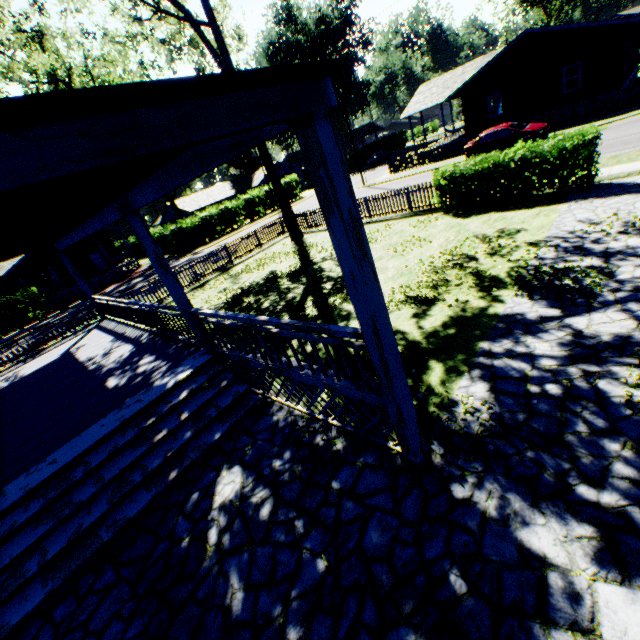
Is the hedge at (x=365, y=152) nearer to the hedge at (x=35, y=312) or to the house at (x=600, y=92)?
the house at (x=600, y=92)

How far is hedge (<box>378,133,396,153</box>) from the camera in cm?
5674

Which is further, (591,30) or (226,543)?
(591,30)

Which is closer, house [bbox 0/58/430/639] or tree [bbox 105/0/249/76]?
house [bbox 0/58/430/639]

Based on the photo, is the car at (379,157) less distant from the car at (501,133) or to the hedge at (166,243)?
the hedge at (166,243)

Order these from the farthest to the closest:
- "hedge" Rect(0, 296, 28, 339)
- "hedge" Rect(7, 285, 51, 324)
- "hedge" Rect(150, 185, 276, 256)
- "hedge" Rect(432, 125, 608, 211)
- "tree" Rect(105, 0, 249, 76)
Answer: "hedge" Rect(150, 185, 276, 256), "hedge" Rect(7, 285, 51, 324), "hedge" Rect(0, 296, 28, 339), "tree" Rect(105, 0, 249, 76), "hedge" Rect(432, 125, 608, 211)

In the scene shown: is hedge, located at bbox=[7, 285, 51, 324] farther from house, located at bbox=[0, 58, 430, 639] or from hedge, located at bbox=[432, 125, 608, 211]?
hedge, located at bbox=[432, 125, 608, 211]

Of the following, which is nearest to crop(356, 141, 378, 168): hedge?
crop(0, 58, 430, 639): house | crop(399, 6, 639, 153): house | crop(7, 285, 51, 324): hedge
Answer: crop(399, 6, 639, 153): house
